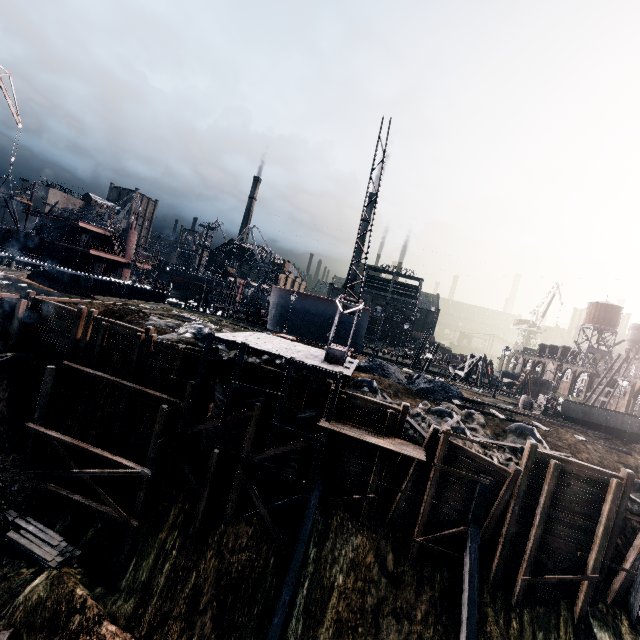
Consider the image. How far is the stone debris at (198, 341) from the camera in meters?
23.1

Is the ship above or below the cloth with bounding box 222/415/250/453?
above

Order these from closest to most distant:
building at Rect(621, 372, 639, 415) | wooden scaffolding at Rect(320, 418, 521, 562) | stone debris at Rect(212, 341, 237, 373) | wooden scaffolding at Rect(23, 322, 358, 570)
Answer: wooden scaffolding at Rect(320, 418, 521, 562)
wooden scaffolding at Rect(23, 322, 358, 570)
stone debris at Rect(212, 341, 237, 373)
building at Rect(621, 372, 639, 415)

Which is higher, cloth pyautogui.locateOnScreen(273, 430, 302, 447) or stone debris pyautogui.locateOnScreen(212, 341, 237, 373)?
stone debris pyautogui.locateOnScreen(212, 341, 237, 373)

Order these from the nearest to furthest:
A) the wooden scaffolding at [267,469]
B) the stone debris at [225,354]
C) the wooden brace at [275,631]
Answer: the wooden brace at [275,631] < the wooden scaffolding at [267,469] < the stone debris at [225,354]

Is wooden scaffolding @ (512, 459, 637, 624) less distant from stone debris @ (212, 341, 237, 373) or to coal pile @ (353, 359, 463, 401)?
coal pile @ (353, 359, 463, 401)

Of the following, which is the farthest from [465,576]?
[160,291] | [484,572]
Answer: [160,291]

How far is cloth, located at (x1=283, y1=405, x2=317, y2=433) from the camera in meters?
19.0
